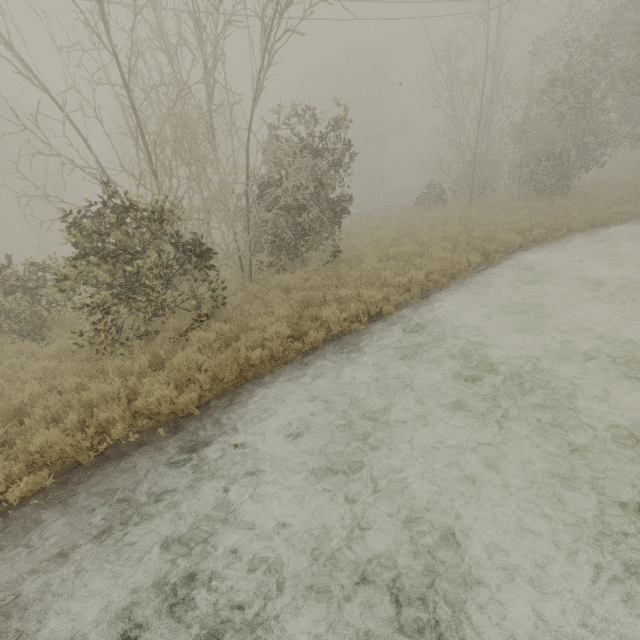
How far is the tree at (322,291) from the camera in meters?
8.2

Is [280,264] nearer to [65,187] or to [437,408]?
[65,187]

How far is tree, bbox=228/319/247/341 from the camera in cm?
748

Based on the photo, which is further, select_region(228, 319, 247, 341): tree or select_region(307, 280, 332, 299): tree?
select_region(307, 280, 332, 299): tree

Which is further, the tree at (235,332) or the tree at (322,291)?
the tree at (322,291)
